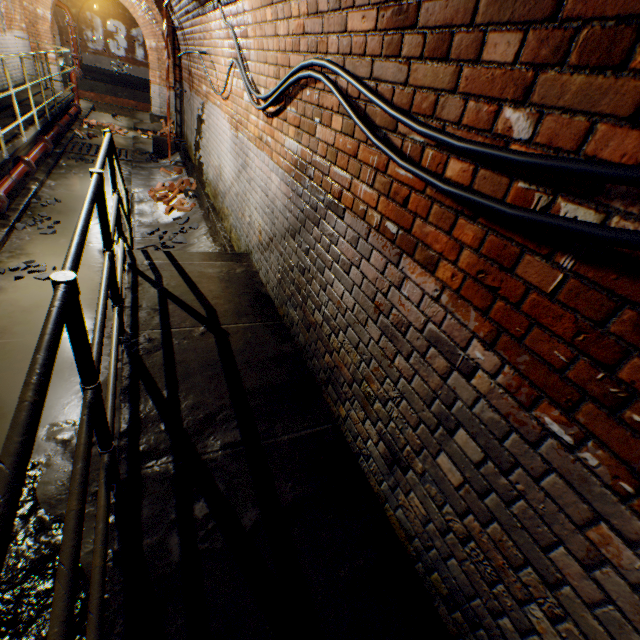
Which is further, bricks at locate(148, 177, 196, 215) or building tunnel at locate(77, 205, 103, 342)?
bricks at locate(148, 177, 196, 215)

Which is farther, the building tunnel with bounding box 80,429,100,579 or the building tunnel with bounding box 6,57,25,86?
the building tunnel with bounding box 6,57,25,86

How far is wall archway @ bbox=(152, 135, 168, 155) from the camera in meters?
10.0

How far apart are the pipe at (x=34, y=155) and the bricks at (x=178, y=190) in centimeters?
209cm

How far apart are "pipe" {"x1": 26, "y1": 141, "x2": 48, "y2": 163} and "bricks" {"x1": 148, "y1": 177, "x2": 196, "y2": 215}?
2.1 meters

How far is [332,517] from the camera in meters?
1.8 m

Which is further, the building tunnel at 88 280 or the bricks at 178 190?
the bricks at 178 190

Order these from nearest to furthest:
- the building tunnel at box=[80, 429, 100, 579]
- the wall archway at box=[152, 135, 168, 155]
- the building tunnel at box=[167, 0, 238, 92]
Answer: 1. the building tunnel at box=[80, 429, 100, 579]
2. the building tunnel at box=[167, 0, 238, 92]
3. the wall archway at box=[152, 135, 168, 155]
